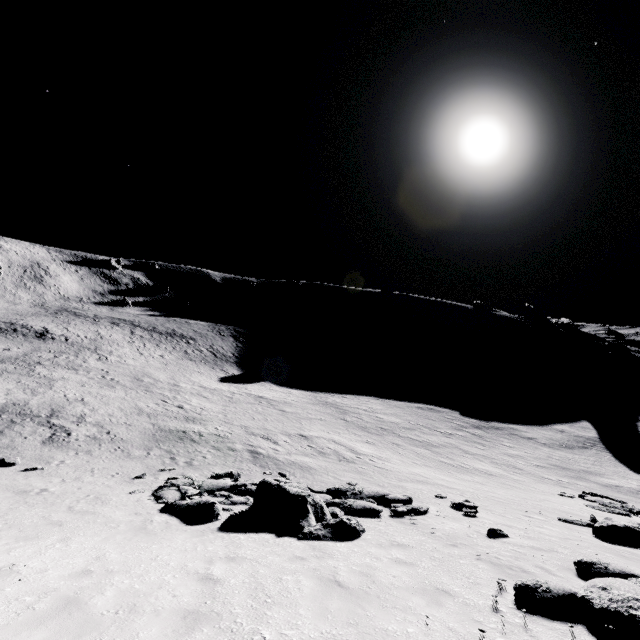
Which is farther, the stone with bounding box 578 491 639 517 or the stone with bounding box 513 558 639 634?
the stone with bounding box 578 491 639 517

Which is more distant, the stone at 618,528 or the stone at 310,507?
the stone at 618,528

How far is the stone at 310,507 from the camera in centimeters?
888cm

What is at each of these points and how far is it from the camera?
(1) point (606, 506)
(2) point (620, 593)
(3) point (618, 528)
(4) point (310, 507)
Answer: (1) stone, 18.98m
(2) stone, 5.41m
(3) stone, 9.91m
(4) stone, 9.61m

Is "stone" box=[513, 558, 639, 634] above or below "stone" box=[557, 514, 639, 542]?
above

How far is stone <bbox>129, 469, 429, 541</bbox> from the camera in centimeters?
888cm

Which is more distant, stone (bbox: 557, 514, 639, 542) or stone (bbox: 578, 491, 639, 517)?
stone (bbox: 578, 491, 639, 517)

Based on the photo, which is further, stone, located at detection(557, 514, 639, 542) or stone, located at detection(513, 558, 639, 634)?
stone, located at detection(557, 514, 639, 542)
